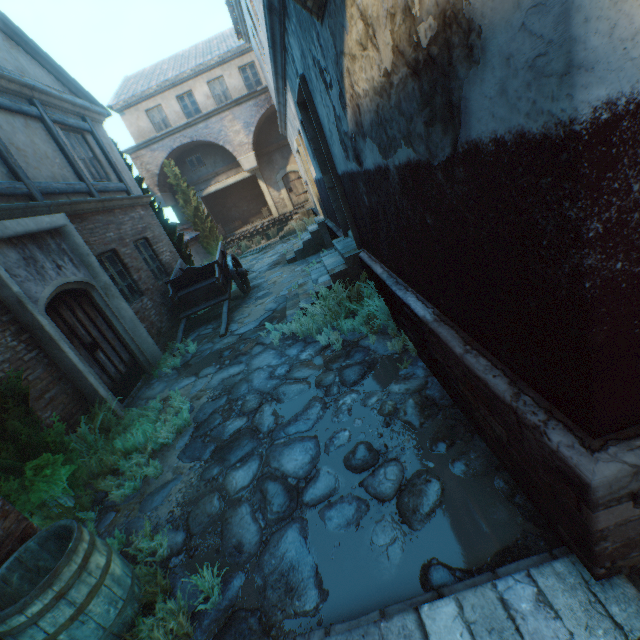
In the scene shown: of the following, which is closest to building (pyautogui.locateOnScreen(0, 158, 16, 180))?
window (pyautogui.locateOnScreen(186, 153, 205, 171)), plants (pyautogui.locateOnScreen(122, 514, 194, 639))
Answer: plants (pyautogui.locateOnScreen(122, 514, 194, 639))

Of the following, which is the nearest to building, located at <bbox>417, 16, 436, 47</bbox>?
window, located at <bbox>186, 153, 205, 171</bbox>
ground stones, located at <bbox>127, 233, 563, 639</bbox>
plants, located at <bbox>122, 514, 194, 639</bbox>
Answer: ground stones, located at <bbox>127, 233, 563, 639</bbox>

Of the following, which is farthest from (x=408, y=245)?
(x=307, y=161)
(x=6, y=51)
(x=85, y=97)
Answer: (x=85, y=97)

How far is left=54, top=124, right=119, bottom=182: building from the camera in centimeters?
802cm

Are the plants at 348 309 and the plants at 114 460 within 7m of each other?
yes

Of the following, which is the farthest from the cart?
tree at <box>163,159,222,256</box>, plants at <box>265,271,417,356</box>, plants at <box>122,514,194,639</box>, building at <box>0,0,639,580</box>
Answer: plants at <box>122,514,194,639</box>

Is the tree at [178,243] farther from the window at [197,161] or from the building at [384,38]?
the window at [197,161]

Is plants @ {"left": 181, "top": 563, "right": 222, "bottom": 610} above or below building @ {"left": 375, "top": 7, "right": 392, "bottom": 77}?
below
